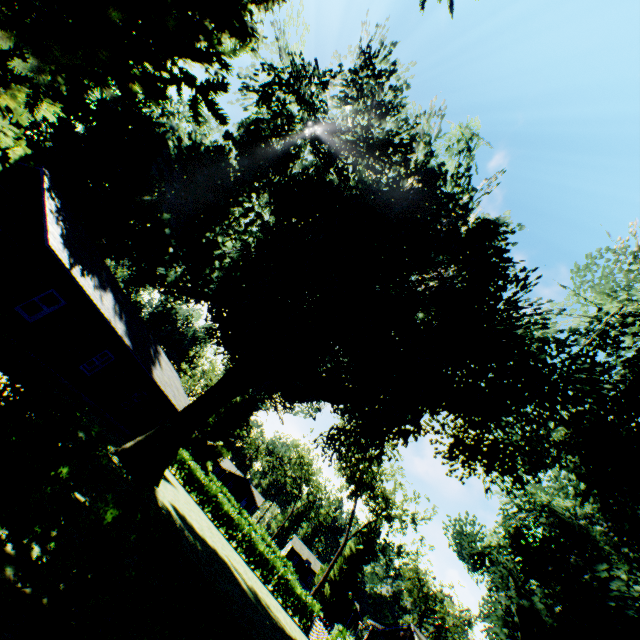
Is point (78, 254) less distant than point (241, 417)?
Yes

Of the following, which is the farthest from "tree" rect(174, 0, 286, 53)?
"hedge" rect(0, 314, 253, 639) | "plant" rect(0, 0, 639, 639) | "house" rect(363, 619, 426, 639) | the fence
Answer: "house" rect(363, 619, 426, 639)

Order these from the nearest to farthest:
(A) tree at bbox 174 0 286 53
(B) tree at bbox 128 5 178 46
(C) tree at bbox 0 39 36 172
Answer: (C) tree at bbox 0 39 36 172, (B) tree at bbox 128 5 178 46, (A) tree at bbox 174 0 286 53

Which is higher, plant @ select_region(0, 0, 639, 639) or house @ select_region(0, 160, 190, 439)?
plant @ select_region(0, 0, 639, 639)

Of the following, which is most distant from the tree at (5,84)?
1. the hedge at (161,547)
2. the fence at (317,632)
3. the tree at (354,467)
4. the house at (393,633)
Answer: the tree at (354,467)

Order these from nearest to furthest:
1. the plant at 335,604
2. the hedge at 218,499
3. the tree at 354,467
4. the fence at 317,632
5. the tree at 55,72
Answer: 1. the tree at 55,72
2. the fence at 317,632
3. the hedge at 218,499
4. the tree at 354,467
5. the plant at 335,604

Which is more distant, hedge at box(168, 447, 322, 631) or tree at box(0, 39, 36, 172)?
hedge at box(168, 447, 322, 631)

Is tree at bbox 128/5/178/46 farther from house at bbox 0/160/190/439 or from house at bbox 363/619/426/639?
house at bbox 363/619/426/639
